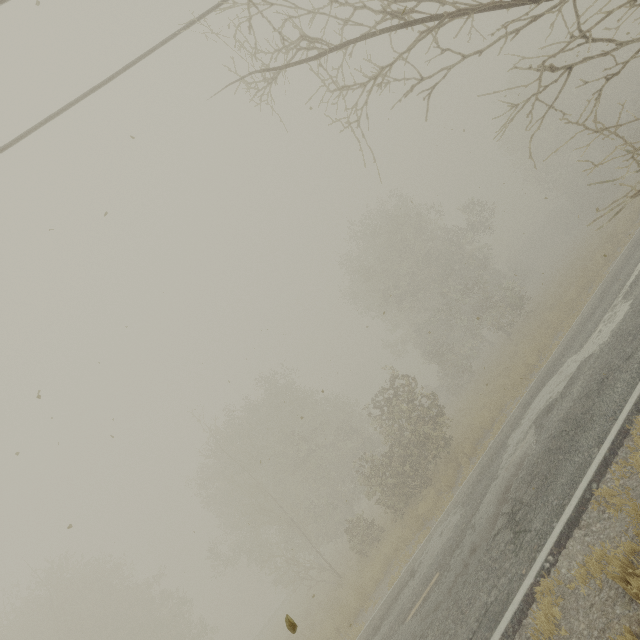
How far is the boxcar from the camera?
58.1m

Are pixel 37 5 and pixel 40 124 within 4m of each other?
yes

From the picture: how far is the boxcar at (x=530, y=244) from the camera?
58.1 meters
